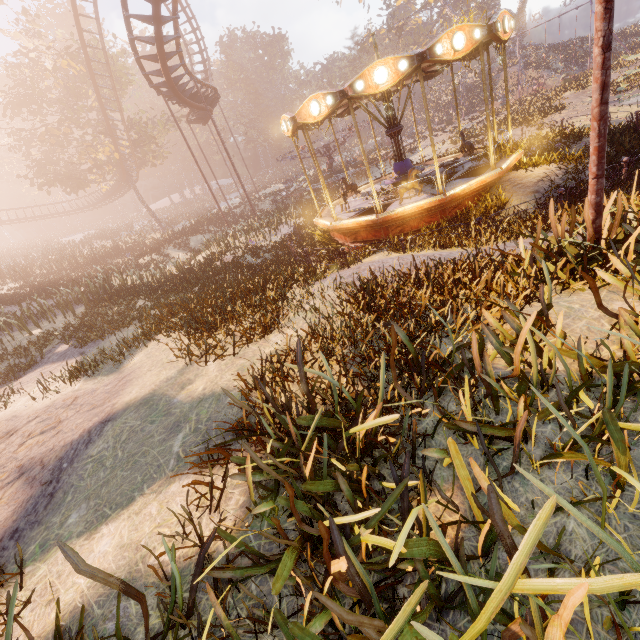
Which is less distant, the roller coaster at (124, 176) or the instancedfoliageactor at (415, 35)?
the roller coaster at (124, 176)

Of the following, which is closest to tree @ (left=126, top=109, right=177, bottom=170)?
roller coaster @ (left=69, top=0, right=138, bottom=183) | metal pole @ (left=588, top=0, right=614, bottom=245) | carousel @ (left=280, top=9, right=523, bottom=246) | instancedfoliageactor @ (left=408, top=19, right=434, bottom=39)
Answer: roller coaster @ (left=69, top=0, right=138, bottom=183)

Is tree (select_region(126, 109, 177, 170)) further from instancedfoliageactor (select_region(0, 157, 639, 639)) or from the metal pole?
the metal pole

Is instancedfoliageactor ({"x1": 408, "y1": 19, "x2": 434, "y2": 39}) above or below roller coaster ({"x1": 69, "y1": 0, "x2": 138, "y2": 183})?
above

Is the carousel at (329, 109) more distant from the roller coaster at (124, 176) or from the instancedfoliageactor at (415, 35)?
the instancedfoliageactor at (415, 35)

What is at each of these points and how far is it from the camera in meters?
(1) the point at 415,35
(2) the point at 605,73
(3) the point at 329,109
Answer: (1) instancedfoliageactor, 58.6
(2) metal pole, 3.6
(3) carousel, 9.1

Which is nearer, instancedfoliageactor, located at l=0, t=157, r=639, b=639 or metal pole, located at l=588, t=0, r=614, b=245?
instancedfoliageactor, located at l=0, t=157, r=639, b=639

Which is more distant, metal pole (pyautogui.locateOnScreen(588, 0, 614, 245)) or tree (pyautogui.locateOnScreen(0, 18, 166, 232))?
tree (pyautogui.locateOnScreen(0, 18, 166, 232))
